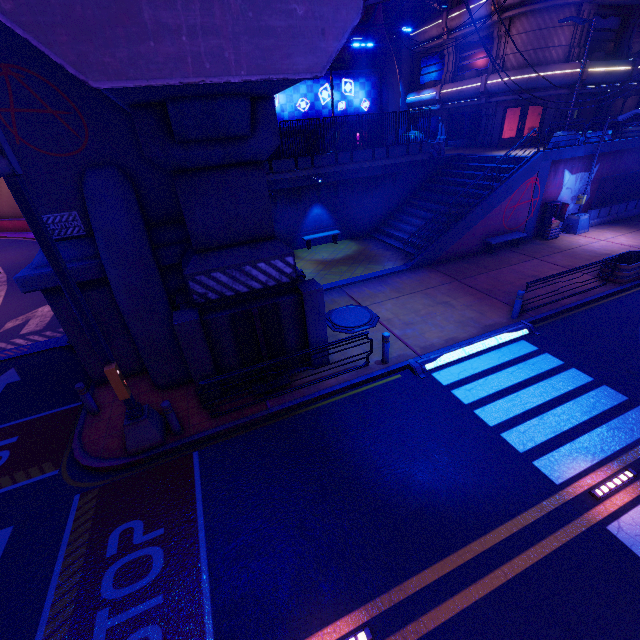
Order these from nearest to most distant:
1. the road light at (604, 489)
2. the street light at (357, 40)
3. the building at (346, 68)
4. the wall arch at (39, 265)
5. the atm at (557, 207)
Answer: the road light at (604, 489) < the wall arch at (39, 265) < the street light at (357, 40) < the atm at (557, 207) < the building at (346, 68)

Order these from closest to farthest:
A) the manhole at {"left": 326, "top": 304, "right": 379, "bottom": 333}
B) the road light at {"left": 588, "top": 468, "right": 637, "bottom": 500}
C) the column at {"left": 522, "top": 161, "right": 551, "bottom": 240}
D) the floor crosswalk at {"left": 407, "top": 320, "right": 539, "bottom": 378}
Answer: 1. the road light at {"left": 588, "top": 468, "right": 637, "bottom": 500}
2. the floor crosswalk at {"left": 407, "top": 320, "right": 539, "bottom": 378}
3. the manhole at {"left": 326, "top": 304, "right": 379, "bottom": 333}
4. the column at {"left": 522, "top": 161, "right": 551, "bottom": 240}

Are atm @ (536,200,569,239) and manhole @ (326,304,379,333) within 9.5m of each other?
no

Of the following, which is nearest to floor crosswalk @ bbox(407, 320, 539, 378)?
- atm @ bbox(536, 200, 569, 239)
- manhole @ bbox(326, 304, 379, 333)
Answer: manhole @ bbox(326, 304, 379, 333)

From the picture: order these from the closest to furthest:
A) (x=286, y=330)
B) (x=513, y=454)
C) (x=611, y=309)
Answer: (x=513, y=454), (x=286, y=330), (x=611, y=309)

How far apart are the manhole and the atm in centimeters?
1276cm

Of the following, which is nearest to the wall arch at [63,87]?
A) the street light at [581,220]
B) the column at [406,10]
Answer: the street light at [581,220]

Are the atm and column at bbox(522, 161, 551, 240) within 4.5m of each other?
yes
